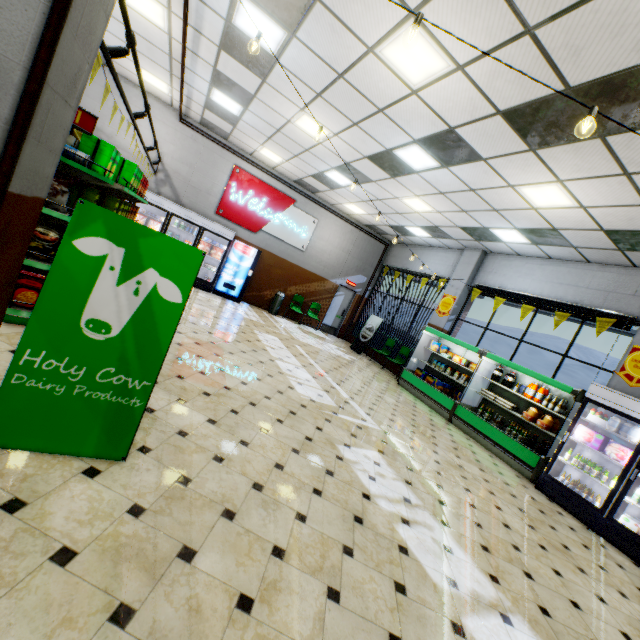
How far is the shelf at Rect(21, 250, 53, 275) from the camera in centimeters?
353cm

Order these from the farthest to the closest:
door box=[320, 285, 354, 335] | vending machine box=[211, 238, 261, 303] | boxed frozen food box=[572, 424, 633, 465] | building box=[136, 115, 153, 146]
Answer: door box=[320, 285, 354, 335], vending machine box=[211, 238, 261, 303], building box=[136, 115, 153, 146], boxed frozen food box=[572, 424, 633, 465]

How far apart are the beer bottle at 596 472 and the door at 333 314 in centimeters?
995cm

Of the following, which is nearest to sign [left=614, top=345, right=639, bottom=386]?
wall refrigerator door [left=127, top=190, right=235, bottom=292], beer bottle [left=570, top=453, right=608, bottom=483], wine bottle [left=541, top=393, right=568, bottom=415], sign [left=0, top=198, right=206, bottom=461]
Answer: wine bottle [left=541, top=393, right=568, bottom=415]

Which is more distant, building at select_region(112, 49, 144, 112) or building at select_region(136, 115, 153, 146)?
building at select_region(136, 115, 153, 146)

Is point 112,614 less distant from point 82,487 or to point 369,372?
point 82,487

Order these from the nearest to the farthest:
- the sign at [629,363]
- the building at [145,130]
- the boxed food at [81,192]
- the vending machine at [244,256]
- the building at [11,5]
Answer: the building at [11,5], the boxed food at [81,192], the sign at [629,363], the building at [145,130], the vending machine at [244,256]

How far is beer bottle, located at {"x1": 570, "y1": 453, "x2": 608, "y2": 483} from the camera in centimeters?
556cm
